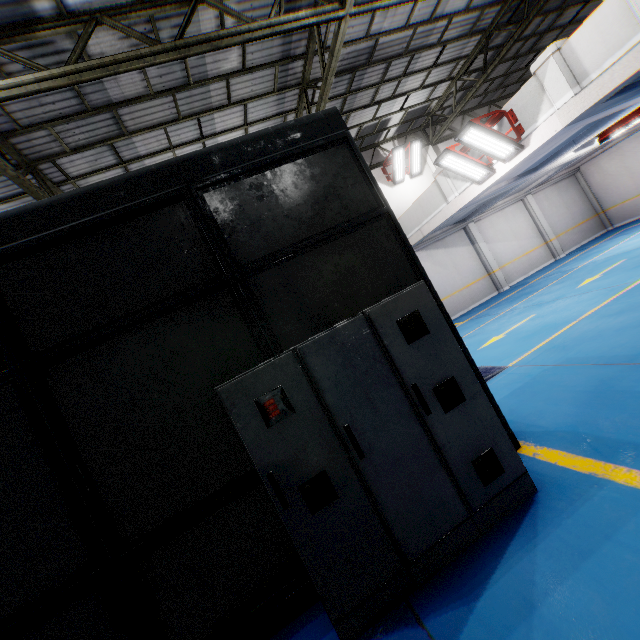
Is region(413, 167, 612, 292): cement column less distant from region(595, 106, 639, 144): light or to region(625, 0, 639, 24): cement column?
region(595, 106, 639, 144): light

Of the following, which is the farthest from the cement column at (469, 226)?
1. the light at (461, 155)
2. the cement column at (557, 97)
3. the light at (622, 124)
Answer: the cement column at (557, 97)

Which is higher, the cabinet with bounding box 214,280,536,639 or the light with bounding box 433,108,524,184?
the light with bounding box 433,108,524,184

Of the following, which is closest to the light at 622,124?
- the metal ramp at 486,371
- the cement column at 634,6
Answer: the cement column at 634,6

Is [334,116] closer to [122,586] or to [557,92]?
[122,586]

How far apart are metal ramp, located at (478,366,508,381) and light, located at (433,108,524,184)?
5.71m

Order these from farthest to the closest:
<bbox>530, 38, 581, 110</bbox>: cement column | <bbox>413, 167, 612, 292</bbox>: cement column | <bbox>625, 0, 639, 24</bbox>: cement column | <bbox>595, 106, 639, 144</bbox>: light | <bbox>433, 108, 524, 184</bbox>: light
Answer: <bbox>413, 167, 612, 292</bbox>: cement column
<bbox>595, 106, 639, 144</bbox>: light
<bbox>433, 108, 524, 184</bbox>: light
<bbox>530, 38, 581, 110</bbox>: cement column
<bbox>625, 0, 639, 24</bbox>: cement column

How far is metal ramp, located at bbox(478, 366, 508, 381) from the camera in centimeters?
597cm
